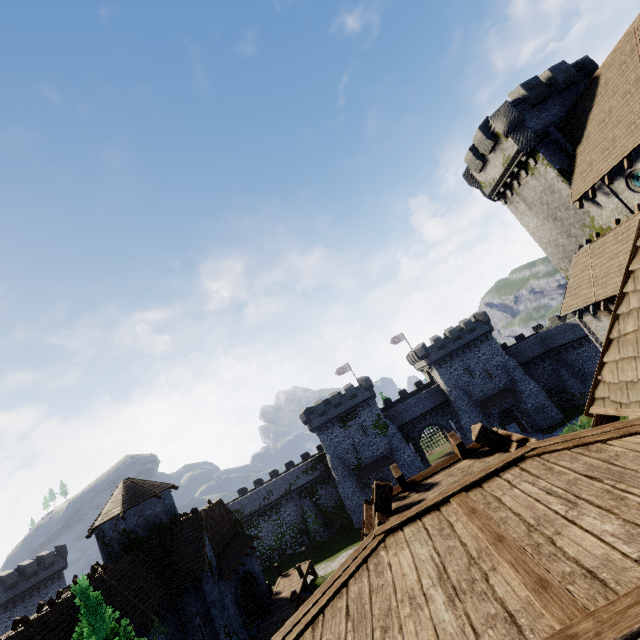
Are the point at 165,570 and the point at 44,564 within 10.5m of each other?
no

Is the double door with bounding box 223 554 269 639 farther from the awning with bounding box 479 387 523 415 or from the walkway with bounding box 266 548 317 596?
the awning with bounding box 479 387 523 415

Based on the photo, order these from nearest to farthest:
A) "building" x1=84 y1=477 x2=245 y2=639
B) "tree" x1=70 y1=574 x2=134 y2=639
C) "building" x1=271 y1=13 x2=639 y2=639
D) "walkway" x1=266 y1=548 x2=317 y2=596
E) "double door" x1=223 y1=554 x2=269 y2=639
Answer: "building" x1=271 y1=13 x2=639 y2=639, "tree" x1=70 y1=574 x2=134 y2=639, "building" x1=84 y1=477 x2=245 y2=639, "double door" x1=223 y1=554 x2=269 y2=639, "walkway" x1=266 y1=548 x2=317 y2=596

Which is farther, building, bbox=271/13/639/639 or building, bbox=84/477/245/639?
building, bbox=84/477/245/639

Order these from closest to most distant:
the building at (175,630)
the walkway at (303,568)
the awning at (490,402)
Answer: the building at (175,630), the walkway at (303,568), the awning at (490,402)

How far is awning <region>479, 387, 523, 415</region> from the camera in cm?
4397

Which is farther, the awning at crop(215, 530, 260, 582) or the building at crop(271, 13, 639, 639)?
the awning at crop(215, 530, 260, 582)

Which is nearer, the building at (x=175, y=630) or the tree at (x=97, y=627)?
the tree at (x=97, y=627)
